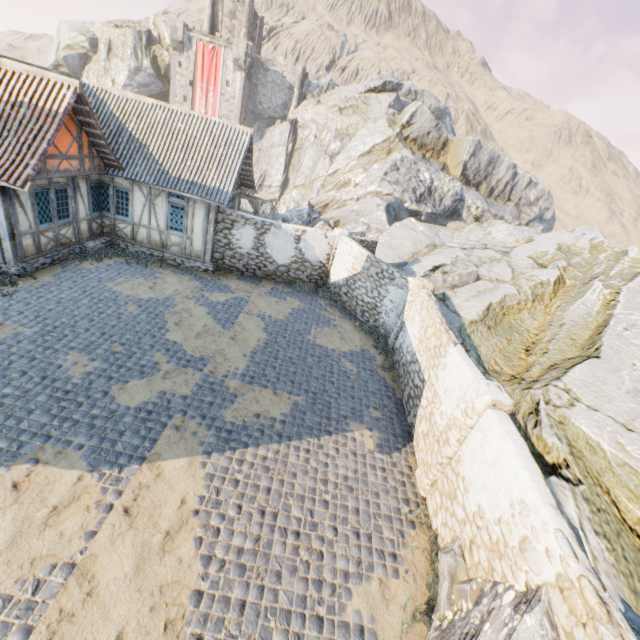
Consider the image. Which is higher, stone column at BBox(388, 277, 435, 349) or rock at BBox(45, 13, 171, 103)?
rock at BBox(45, 13, 171, 103)

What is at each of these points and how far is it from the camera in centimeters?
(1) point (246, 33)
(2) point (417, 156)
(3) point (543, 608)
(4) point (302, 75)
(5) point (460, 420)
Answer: (1) chimney, 4103cm
(2) rock, 3034cm
(3) rock, 404cm
(4) chimney, 4094cm
(5) stone column, 693cm

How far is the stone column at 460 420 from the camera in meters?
6.4

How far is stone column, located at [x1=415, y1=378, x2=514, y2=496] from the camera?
6.4 meters

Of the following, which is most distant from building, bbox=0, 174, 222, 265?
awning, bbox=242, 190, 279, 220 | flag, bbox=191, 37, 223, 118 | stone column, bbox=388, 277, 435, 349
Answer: stone column, bbox=388, 277, 435, 349

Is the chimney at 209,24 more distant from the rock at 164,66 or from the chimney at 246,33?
the chimney at 246,33

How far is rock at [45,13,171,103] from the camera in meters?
40.0 m

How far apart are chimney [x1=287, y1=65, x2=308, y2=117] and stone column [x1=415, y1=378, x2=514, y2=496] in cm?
4632
